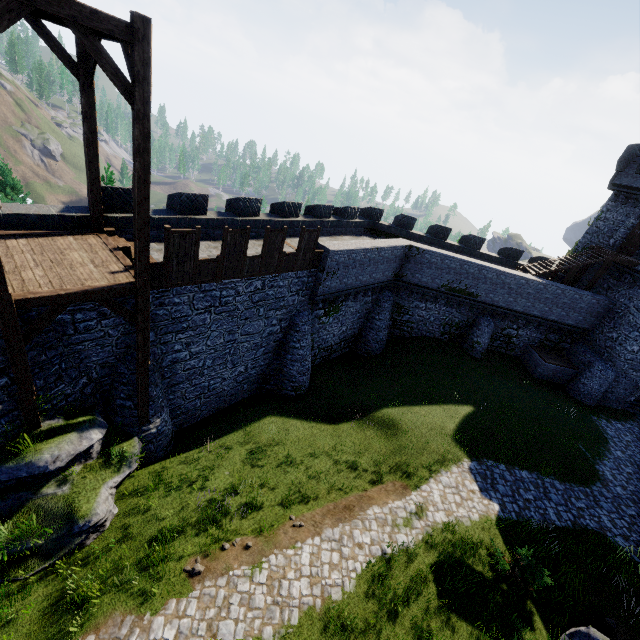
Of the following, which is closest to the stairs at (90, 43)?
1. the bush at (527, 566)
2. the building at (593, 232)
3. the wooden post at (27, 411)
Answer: the wooden post at (27, 411)

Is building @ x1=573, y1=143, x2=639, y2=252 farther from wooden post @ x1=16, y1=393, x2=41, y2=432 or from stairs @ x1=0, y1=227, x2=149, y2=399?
wooden post @ x1=16, y1=393, x2=41, y2=432

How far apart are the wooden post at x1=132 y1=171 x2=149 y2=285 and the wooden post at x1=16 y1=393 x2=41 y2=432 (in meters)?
4.04

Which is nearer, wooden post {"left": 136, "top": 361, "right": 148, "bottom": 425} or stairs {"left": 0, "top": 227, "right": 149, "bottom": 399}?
stairs {"left": 0, "top": 227, "right": 149, "bottom": 399}

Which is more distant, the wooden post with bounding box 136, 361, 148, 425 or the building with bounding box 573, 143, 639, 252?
the building with bounding box 573, 143, 639, 252

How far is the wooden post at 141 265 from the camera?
7.93m

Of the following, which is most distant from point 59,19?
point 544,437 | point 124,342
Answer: point 544,437

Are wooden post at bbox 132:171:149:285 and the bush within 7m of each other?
no
